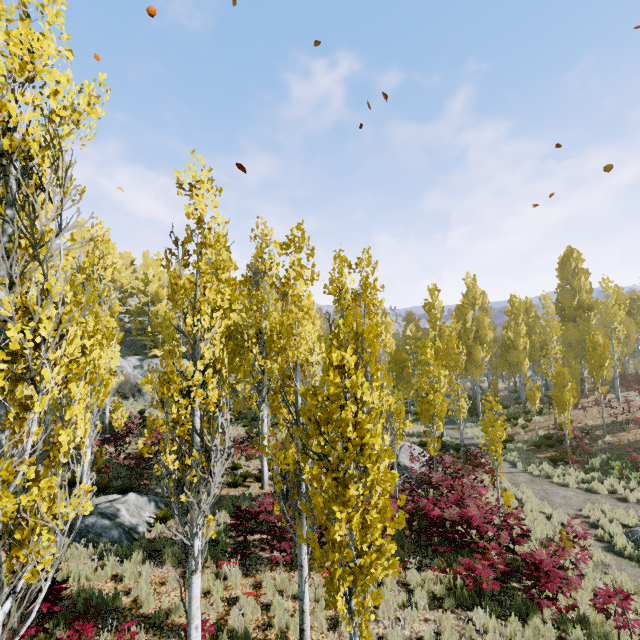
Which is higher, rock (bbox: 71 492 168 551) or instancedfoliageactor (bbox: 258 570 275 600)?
rock (bbox: 71 492 168 551)

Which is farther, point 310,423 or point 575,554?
point 575,554

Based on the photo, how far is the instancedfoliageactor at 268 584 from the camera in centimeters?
752cm

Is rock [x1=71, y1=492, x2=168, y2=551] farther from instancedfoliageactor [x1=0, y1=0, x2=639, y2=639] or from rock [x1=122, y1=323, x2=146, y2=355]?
rock [x1=122, y1=323, x2=146, y2=355]

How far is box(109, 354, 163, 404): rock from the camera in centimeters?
2923cm

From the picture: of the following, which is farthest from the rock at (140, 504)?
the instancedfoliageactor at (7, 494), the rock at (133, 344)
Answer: the rock at (133, 344)

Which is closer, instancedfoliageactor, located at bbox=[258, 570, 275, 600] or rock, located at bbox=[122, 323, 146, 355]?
instancedfoliageactor, located at bbox=[258, 570, 275, 600]
